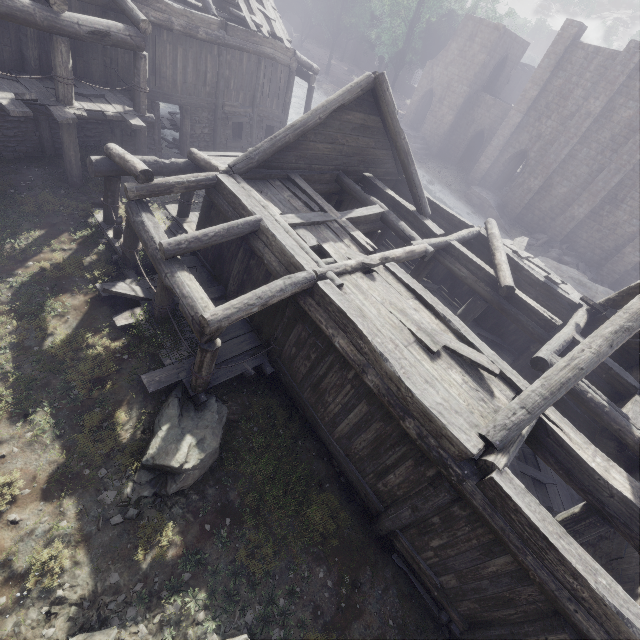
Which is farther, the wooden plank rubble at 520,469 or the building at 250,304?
the wooden plank rubble at 520,469

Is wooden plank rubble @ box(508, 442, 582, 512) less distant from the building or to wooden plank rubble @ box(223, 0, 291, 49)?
the building

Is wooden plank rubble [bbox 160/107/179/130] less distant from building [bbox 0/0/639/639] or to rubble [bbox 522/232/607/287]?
building [bbox 0/0/639/639]

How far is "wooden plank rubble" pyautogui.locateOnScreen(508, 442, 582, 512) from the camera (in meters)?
11.02

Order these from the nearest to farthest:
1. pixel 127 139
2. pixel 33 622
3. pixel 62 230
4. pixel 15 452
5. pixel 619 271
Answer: pixel 33 622
pixel 15 452
pixel 62 230
pixel 127 139
pixel 619 271

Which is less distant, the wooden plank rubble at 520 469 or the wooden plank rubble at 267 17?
the wooden plank rubble at 520 469

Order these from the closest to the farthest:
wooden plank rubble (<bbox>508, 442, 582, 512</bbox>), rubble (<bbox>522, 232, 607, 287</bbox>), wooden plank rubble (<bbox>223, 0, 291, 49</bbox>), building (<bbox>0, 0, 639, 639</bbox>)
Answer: building (<bbox>0, 0, 639, 639</bbox>) → wooden plank rubble (<bbox>508, 442, 582, 512</bbox>) → wooden plank rubble (<bbox>223, 0, 291, 49</bbox>) → rubble (<bbox>522, 232, 607, 287</bbox>)

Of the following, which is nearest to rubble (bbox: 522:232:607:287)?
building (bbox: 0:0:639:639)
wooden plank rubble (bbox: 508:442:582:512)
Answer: building (bbox: 0:0:639:639)
